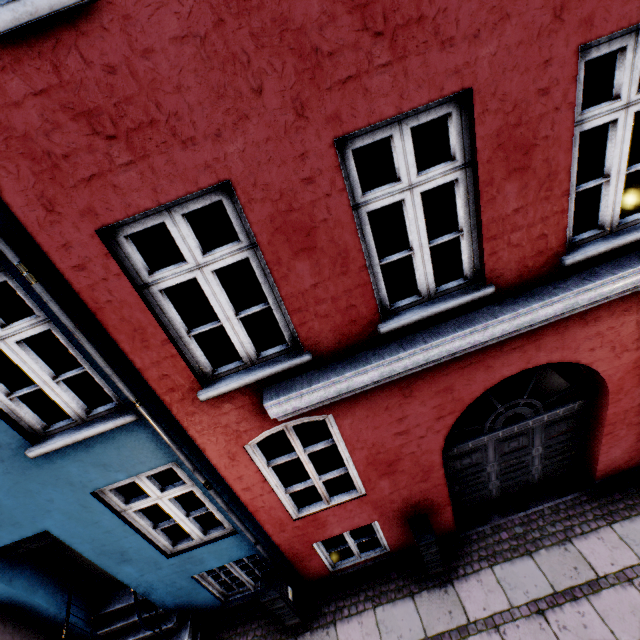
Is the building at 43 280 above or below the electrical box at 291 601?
above

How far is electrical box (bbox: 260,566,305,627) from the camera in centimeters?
469cm

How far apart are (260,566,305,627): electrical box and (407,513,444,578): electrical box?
2.1 meters

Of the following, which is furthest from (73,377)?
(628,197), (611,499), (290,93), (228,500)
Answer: (628,197)

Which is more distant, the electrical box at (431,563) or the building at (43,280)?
the electrical box at (431,563)

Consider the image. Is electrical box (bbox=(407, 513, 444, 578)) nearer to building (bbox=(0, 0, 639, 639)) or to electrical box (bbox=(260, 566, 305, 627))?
building (bbox=(0, 0, 639, 639))

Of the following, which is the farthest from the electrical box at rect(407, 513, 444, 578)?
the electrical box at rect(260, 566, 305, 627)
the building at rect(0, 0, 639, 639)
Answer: the electrical box at rect(260, 566, 305, 627)
